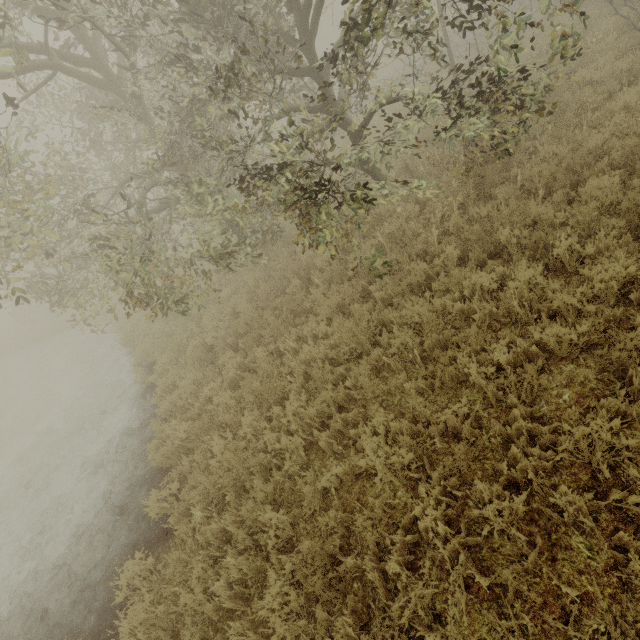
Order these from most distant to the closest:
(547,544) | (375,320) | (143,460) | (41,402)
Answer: (41,402) < (143,460) < (375,320) < (547,544)

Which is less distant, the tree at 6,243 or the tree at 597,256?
the tree at 597,256

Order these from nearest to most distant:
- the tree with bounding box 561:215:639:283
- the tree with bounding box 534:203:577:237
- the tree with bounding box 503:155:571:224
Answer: the tree with bounding box 561:215:639:283 → the tree with bounding box 534:203:577:237 → the tree with bounding box 503:155:571:224

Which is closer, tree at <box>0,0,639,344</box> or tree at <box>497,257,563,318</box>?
tree at <box>497,257,563,318</box>

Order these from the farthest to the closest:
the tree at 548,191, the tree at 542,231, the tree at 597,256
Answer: the tree at 548,191, the tree at 542,231, the tree at 597,256

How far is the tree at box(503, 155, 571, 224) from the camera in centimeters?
543cm
